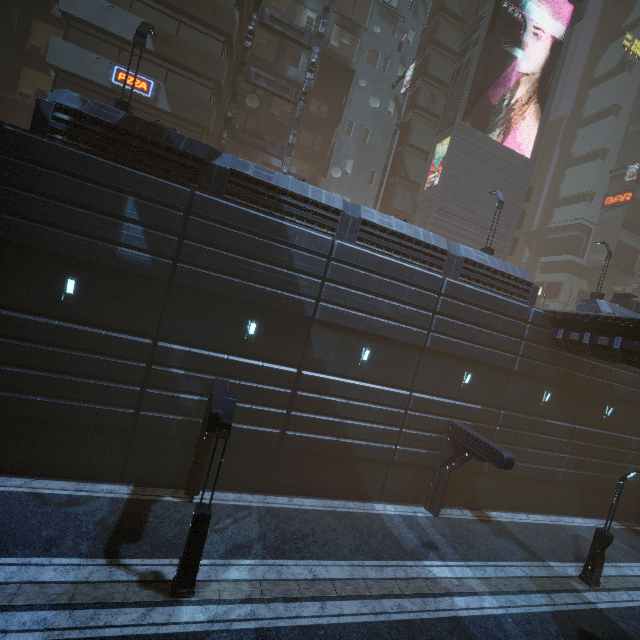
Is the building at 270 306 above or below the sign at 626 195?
below

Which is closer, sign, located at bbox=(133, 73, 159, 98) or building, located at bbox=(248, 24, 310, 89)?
sign, located at bbox=(133, 73, 159, 98)

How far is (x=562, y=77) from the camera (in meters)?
52.50

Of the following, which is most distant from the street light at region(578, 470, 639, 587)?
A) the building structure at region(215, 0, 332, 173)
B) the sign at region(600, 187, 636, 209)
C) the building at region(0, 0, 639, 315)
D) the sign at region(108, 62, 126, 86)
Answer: the sign at region(600, 187, 636, 209)

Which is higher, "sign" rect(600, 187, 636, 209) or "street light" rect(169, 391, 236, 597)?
"sign" rect(600, 187, 636, 209)

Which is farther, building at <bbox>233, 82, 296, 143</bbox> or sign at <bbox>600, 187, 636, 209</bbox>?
sign at <bbox>600, 187, 636, 209</bbox>

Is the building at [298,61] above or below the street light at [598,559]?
above

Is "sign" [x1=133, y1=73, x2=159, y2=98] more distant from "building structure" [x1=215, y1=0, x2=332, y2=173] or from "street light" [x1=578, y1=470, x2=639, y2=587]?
"street light" [x1=578, y1=470, x2=639, y2=587]
